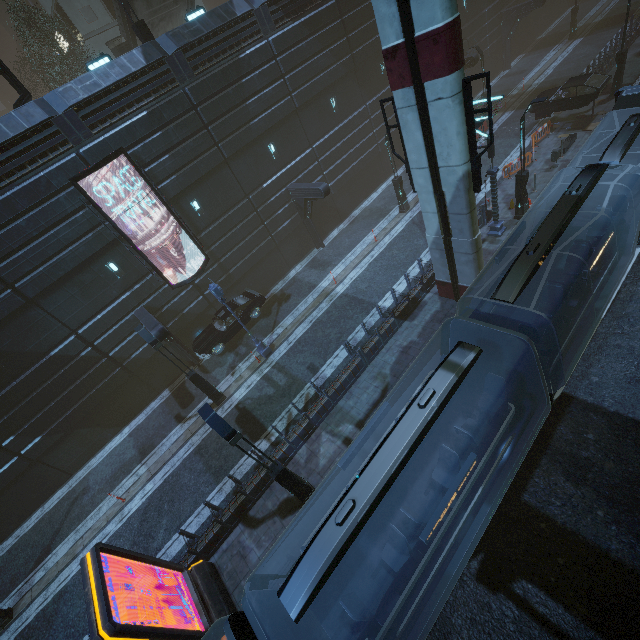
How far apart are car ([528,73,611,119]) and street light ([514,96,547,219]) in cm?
952

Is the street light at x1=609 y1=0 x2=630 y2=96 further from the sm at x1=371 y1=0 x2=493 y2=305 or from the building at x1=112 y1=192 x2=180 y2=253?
the sm at x1=371 y1=0 x2=493 y2=305

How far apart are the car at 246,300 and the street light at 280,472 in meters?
9.3

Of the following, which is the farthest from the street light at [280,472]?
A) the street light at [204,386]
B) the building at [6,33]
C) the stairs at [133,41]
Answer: the stairs at [133,41]

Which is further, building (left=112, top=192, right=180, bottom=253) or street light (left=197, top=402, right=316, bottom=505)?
building (left=112, top=192, right=180, bottom=253)

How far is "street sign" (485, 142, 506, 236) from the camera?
14.59m

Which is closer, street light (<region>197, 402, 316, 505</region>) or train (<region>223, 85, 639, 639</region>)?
train (<region>223, 85, 639, 639</region>)

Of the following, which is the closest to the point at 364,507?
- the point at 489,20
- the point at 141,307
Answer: the point at 141,307
